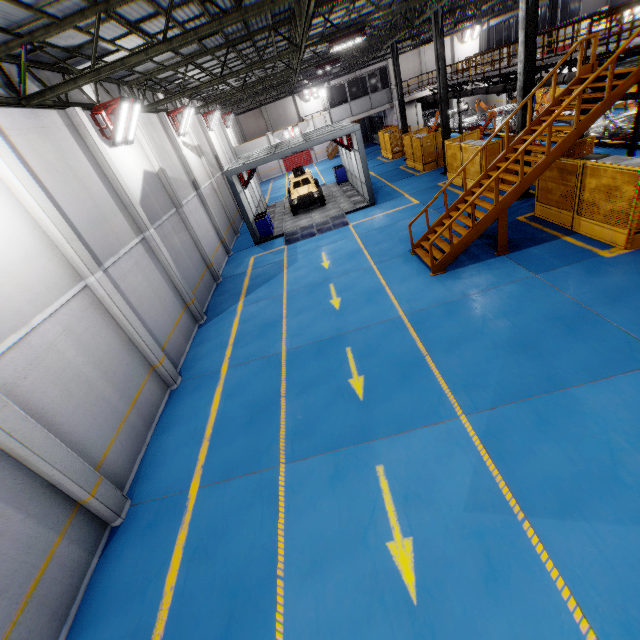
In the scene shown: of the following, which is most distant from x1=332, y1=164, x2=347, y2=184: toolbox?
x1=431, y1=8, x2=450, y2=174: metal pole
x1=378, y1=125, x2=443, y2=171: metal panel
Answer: x1=431, y1=8, x2=450, y2=174: metal pole

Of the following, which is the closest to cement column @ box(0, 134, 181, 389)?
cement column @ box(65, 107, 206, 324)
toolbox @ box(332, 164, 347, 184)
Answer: cement column @ box(65, 107, 206, 324)

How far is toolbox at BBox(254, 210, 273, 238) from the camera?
19.9m

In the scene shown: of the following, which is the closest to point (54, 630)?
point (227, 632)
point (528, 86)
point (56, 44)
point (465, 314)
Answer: point (227, 632)

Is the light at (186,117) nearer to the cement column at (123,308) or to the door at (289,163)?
the cement column at (123,308)

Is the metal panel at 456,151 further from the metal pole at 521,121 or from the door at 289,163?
the door at 289,163

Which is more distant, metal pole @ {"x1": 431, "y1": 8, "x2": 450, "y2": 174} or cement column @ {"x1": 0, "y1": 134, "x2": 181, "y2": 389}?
metal pole @ {"x1": 431, "y1": 8, "x2": 450, "y2": 174}

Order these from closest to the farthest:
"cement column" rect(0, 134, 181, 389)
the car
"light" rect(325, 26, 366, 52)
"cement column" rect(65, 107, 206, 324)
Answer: "cement column" rect(0, 134, 181, 389) → "cement column" rect(65, 107, 206, 324) → "light" rect(325, 26, 366, 52) → the car
